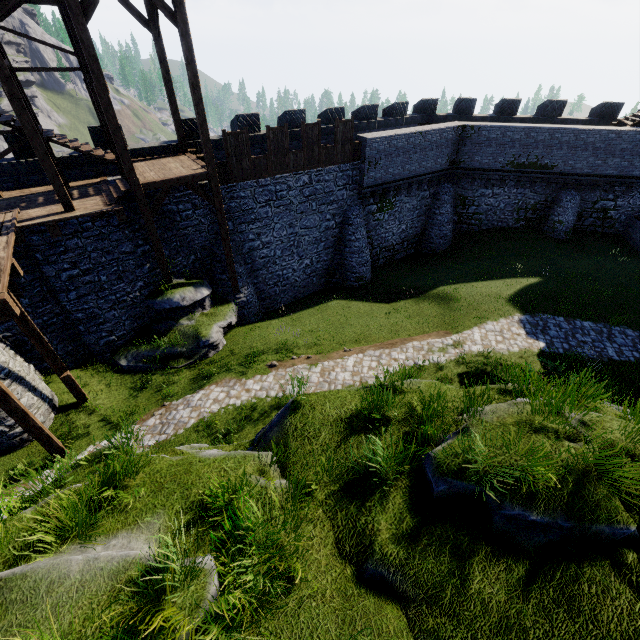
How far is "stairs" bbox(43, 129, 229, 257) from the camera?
12.2m

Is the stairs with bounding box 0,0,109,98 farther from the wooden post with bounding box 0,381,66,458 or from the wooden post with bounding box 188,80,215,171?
the wooden post with bounding box 0,381,66,458

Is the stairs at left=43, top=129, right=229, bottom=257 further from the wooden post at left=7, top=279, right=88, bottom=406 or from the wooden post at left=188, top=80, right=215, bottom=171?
the wooden post at left=7, top=279, right=88, bottom=406

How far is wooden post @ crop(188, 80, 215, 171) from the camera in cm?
1158

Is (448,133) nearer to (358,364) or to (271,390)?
(358,364)

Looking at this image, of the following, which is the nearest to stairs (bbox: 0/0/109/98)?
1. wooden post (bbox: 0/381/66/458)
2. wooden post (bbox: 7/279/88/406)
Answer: wooden post (bbox: 7/279/88/406)

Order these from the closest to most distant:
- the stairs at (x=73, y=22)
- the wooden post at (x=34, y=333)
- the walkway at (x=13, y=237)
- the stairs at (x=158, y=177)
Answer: the walkway at (x=13, y=237) < the stairs at (x=73, y=22) < the wooden post at (x=34, y=333) < the stairs at (x=158, y=177)

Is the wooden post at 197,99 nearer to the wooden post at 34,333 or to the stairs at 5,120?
the stairs at 5,120
